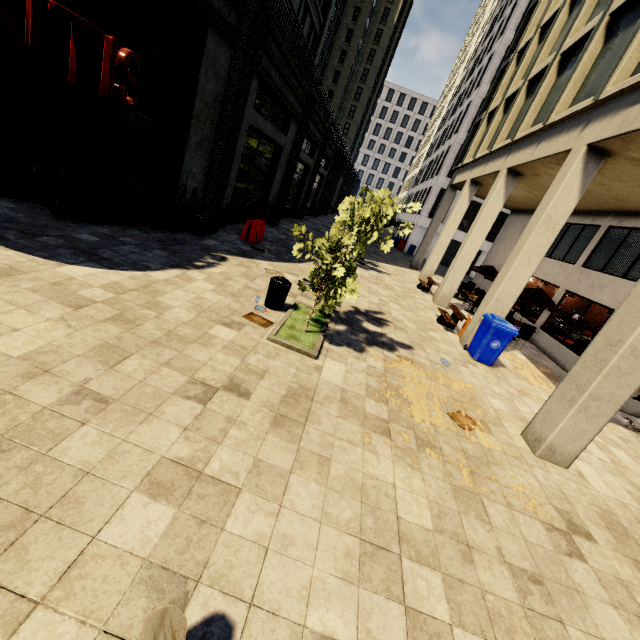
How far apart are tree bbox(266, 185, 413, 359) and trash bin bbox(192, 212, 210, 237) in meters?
5.6

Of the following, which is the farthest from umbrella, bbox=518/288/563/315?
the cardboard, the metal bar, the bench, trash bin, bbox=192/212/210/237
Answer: the metal bar

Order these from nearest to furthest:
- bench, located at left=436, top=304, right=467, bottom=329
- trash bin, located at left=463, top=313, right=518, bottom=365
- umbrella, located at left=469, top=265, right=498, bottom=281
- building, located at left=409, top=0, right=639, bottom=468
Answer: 1. building, located at left=409, top=0, right=639, bottom=468
2. trash bin, located at left=463, top=313, right=518, bottom=365
3. bench, located at left=436, top=304, right=467, bottom=329
4. umbrella, located at left=469, top=265, right=498, bottom=281

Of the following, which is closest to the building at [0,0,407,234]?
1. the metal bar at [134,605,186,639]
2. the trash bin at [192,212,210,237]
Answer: the trash bin at [192,212,210,237]

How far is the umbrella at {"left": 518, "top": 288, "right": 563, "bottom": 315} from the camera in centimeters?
1240cm

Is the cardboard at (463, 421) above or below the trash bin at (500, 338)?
below

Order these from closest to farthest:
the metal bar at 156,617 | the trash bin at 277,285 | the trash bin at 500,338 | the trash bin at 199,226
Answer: the metal bar at 156,617 → the trash bin at 277,285 → the trash bin at 500,338 → the trash bin at 199,226

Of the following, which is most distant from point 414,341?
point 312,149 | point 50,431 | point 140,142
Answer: point 312,149
